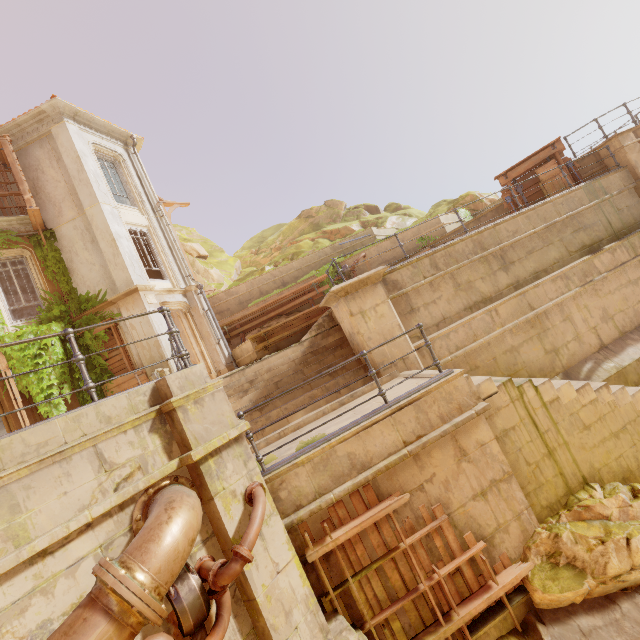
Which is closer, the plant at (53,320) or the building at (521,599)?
the building at (521,599)

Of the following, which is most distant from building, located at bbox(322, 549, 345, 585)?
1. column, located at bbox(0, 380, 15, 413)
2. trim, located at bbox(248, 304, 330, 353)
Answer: column, located at bbox(0, 380, 15, 413)

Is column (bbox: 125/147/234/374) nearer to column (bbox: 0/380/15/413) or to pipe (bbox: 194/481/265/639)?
column (bbox: 0/380/15/413)

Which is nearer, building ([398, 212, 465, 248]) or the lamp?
the lamp

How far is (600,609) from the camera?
4.7m

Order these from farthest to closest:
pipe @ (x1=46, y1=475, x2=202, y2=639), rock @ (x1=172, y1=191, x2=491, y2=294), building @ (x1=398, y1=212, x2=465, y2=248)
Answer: rock @ (x1=172, y1=191, x2=491, y2=294), building @ (x1=398, y1=212, x2=465, y2=248), pipe @ (x1=46, y1=475, x2=202, y2=639)

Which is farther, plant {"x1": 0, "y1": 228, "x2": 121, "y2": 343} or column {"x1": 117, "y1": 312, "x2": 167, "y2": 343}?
column {"x1": 117, "y1": 312, "x2": 167, "y2": 343}

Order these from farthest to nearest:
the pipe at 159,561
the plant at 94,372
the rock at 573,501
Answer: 1. the plant at 94,372
2. the rock at 573,501
3. the pipe at 159,561
